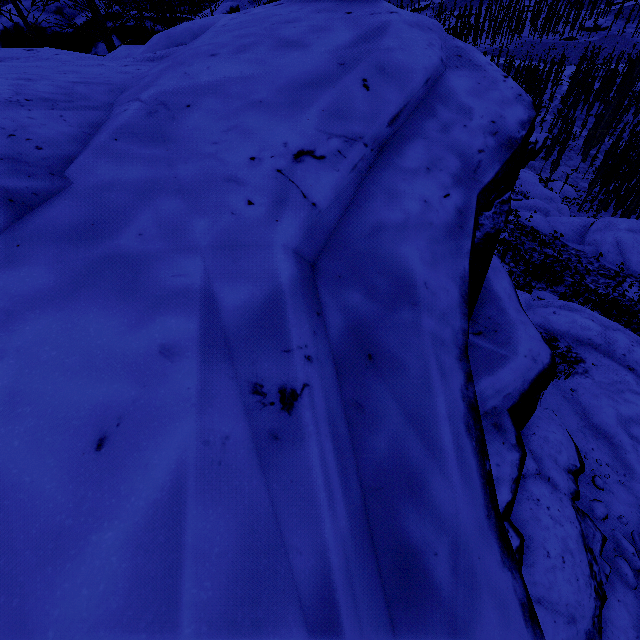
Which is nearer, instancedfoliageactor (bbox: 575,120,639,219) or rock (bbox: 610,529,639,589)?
rock (bbox: 610,529,639,589)

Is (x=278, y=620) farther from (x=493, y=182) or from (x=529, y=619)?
(x=493, y=182)

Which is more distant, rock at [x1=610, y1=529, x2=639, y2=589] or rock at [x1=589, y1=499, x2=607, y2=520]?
rock at [x1=589, y1=499, x2=607, y2=520]

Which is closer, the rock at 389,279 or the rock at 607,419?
the rock at 389,279

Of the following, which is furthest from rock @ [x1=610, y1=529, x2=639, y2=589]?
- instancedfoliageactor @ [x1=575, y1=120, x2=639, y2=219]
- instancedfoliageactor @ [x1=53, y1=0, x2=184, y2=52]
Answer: instancedfoliageactor @ [x1=53, y1=0, x2=184, y2=52]

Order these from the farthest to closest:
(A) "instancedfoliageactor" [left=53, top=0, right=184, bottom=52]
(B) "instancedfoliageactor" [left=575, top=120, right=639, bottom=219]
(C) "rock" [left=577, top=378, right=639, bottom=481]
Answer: (B) "instancedfoliageactor" [left=575, top=120, right=639, bottom=219]
(A) "instancedfoliageactor" [left=53, top=0, right=184, bottom=52]
(C) "rock" [left=577, top=378, right=639, bottom=481]

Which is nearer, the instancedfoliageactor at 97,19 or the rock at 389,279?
the rock at 389,279

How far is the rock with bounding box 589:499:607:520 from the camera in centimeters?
689cm
